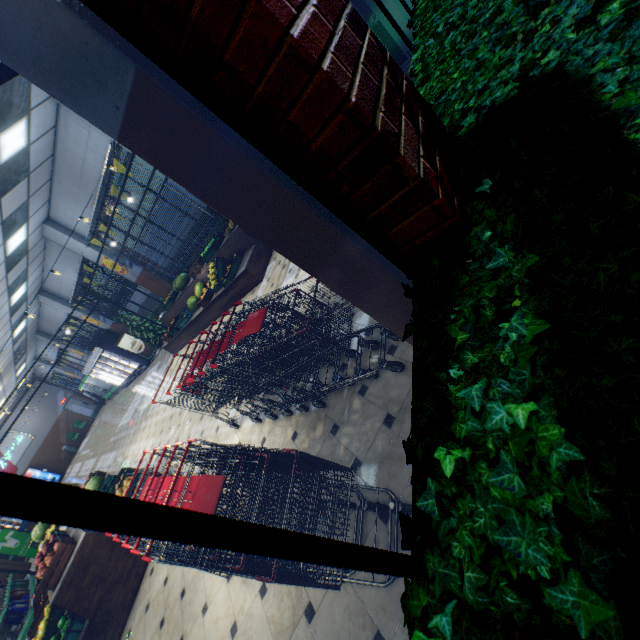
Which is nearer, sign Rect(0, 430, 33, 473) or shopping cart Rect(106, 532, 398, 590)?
shopping cart Rect(106, 532, 398, 590)

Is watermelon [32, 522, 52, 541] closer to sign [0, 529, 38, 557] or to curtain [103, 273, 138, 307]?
curtain [103, 273, 138, 307]

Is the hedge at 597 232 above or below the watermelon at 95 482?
above

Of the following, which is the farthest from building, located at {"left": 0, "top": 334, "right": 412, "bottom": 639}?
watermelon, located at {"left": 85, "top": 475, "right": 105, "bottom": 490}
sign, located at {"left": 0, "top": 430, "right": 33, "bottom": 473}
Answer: watermelon, located at {"left": 85, "top": 475, "right": 105, "bottom": 490}

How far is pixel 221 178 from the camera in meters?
1.2 m

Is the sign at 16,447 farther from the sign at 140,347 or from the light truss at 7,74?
the light truss at 7,74

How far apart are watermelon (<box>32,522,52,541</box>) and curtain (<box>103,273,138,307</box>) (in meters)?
6.99

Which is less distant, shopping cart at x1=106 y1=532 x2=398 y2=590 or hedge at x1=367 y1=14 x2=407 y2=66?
shopping cart at x1=106 y1=532 x2=398 y2=590
